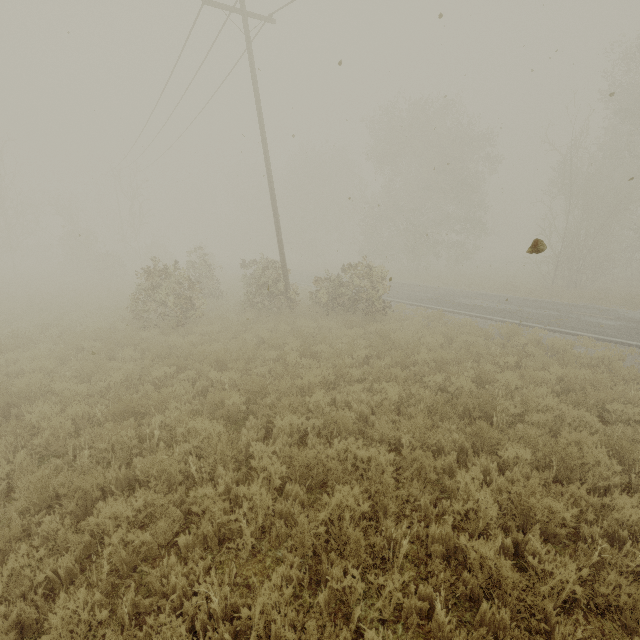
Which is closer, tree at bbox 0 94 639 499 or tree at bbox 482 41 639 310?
tree at bbox 0 94 639 499

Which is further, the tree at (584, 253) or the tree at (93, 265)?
the tree at (584, 253)

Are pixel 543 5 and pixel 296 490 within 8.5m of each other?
no
